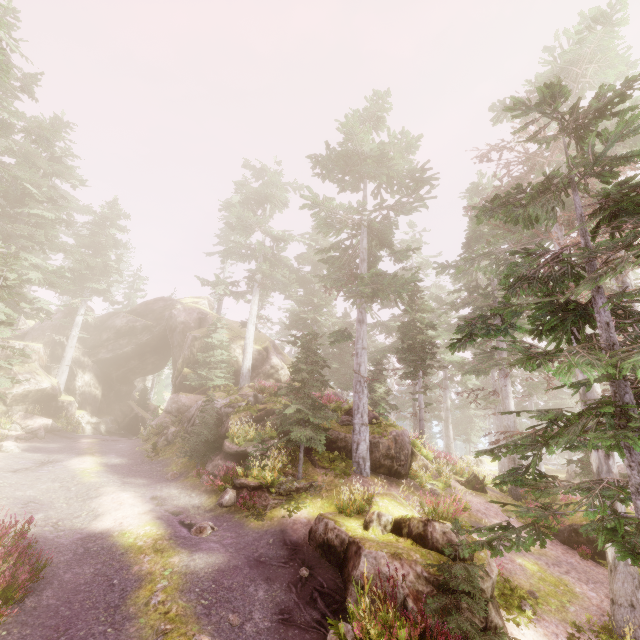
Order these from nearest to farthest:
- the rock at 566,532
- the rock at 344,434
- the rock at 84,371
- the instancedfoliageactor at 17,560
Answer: the instancedfoliageactor at 17,560 → the rock at 566,532 → the rock at 344,434 → the rock at 84,371

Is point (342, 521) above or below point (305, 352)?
below

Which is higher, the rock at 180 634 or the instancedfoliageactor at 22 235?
the instancedfoliageactor at 22 235

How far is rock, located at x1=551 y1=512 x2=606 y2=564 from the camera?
13.0 meters

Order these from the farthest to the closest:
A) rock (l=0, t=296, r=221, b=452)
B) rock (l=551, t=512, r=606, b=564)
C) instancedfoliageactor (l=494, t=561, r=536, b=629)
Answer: rock (l=0, t=296, r=221, b=452)
rock (l=551, t=512, r=606, b=564)
instancedfoliageactor (l=494, t=561, r=536, b=629)

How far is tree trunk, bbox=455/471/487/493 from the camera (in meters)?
17.58

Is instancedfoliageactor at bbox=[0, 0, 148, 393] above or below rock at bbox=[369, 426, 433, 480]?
above

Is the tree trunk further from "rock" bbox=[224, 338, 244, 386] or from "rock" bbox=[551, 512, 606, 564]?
"rock" bbox=[551, 512, 606, 564]
